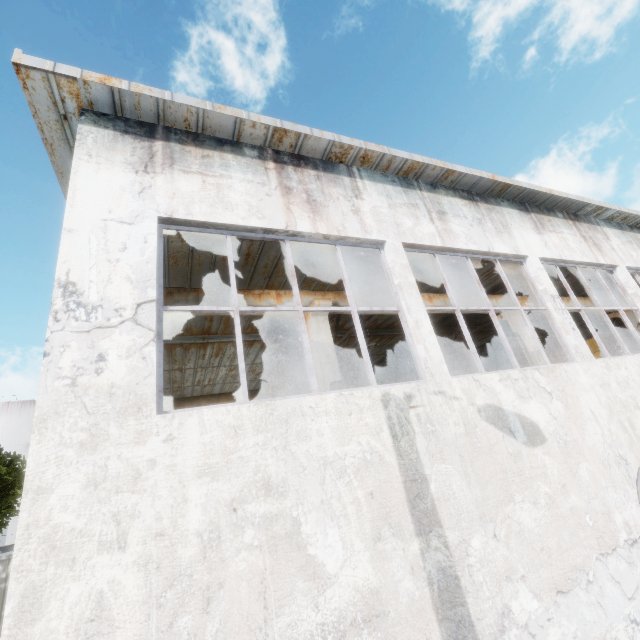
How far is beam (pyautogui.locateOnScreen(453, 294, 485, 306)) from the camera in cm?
1045

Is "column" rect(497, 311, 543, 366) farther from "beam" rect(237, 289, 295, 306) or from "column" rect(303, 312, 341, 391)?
"column" rect(303, 312, 341, 391)

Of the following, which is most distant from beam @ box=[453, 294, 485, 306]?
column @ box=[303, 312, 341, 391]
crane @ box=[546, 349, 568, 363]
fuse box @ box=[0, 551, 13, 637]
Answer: fuse box @ box=[0, 551, 13, 637]

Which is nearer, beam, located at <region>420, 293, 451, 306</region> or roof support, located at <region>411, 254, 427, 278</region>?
roof support, located at <region>411, 254, 427, 278</region>

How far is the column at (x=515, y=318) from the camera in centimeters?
1085cm

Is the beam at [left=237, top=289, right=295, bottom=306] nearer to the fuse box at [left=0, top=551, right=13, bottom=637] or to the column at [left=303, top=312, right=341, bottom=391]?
the column at [left=303, top=312, right=341, bottom=391]

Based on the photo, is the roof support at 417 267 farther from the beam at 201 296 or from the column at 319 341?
the column at 319 341

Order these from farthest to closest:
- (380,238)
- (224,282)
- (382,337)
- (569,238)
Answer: (382,337) → (224,282) → (569,238) → (380,238)
